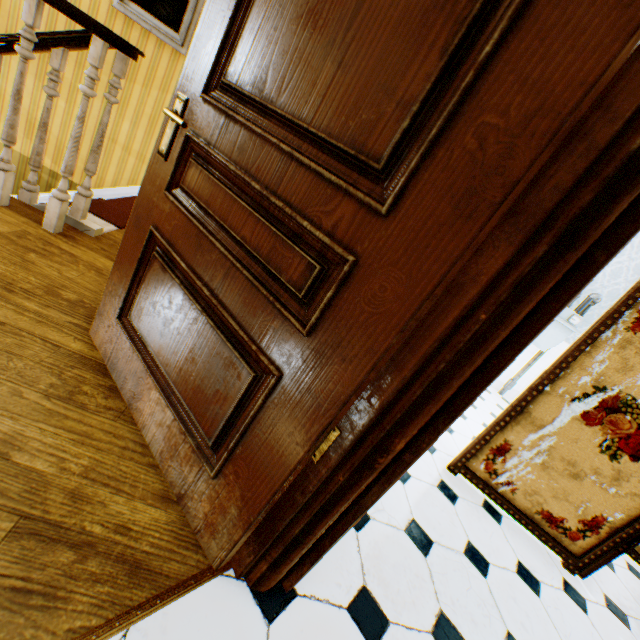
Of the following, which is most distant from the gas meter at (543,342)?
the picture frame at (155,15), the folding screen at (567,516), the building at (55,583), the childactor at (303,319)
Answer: the picture frame at (155,15)

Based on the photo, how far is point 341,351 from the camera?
0.8m

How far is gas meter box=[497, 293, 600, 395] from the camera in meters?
4.2

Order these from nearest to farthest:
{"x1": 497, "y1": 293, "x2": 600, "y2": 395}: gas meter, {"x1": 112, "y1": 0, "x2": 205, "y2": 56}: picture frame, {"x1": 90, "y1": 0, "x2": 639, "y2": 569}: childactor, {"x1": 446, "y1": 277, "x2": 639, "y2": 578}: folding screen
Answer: {"x1": 90, "y1": 0, "x2": 639, "y2": 569}: childactor < {"x1": 446, "y1": 277, "x2": 639, "y2": 578}: folding screen < {"x1": 112, "y1": 0, "x2": 205, "y2": 56}: picture frame < {"x1": 497, "y1": 293, "x2": 600, "y2": 395}: gas meter

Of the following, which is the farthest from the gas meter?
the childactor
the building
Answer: the childactor

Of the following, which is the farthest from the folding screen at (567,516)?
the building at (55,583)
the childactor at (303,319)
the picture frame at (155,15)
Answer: the picture frame at (155,15)

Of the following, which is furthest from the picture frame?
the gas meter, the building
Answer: the gas meter

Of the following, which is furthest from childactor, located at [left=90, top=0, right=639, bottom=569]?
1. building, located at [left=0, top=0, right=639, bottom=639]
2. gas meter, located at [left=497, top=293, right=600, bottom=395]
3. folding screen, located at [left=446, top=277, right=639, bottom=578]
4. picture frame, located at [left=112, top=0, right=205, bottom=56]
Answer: gas meter, located at [left=497, top=293, right=600, bottom=395]
